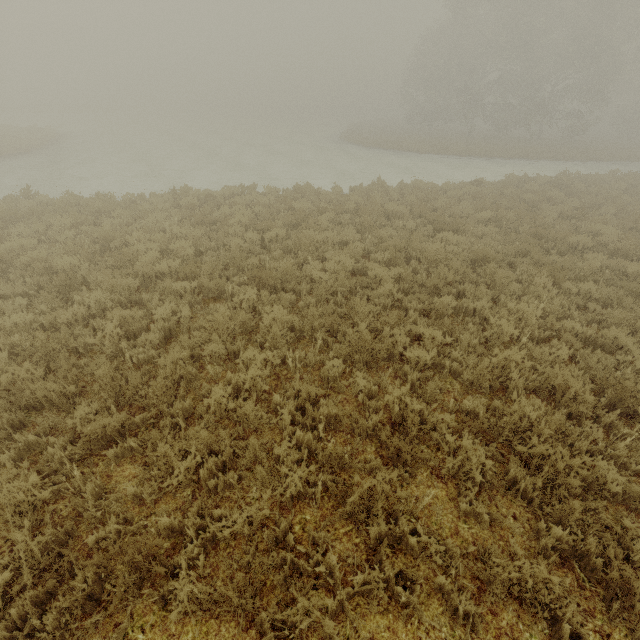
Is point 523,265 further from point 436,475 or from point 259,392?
point 259,392
